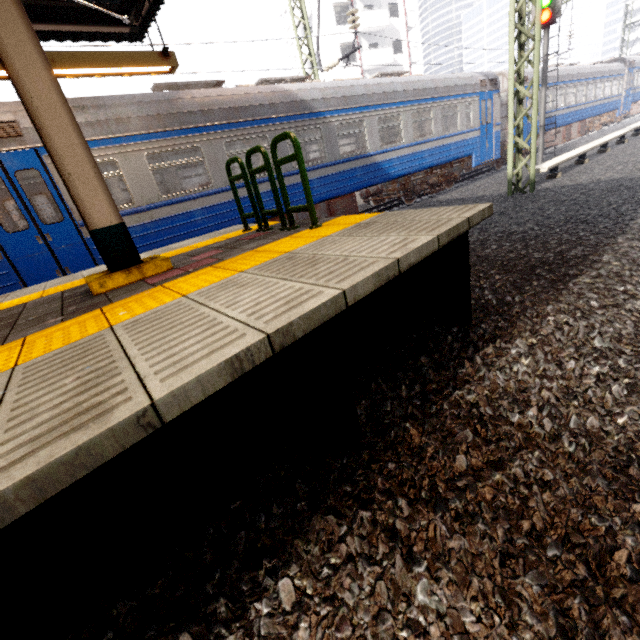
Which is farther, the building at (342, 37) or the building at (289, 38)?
the building at (289, 38)

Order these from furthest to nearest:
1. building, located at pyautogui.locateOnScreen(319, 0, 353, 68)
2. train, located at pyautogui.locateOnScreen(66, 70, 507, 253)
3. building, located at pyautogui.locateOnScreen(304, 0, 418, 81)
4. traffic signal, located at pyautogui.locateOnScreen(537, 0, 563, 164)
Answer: building, located at pyautogui.locateOnScreen(304, 0, 418, 81) → building, located at pyautogui.locateOnScreen(319, 0, 353, 68) → traffic signal, located at pyautogui.locateOnScreen(537, 0, 563, 164) → train, located at pyautogui.locateOnScreen(66, 70, 507, 253)

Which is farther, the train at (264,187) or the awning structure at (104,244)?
the train at (264,187)

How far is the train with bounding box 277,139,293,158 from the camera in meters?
8.0 m

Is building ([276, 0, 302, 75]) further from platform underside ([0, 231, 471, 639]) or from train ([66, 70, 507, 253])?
platform underside ([0, 231, 471, 639])

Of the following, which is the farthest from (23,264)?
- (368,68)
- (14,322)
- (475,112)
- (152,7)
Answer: (368,68)

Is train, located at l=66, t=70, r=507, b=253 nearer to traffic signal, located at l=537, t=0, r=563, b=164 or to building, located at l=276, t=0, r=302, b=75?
traffic signal, located at l=537, t=0, r=563, b=164

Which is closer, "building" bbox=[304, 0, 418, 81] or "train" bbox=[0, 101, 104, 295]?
"train" bbox=[0, 101, 104, 295]
